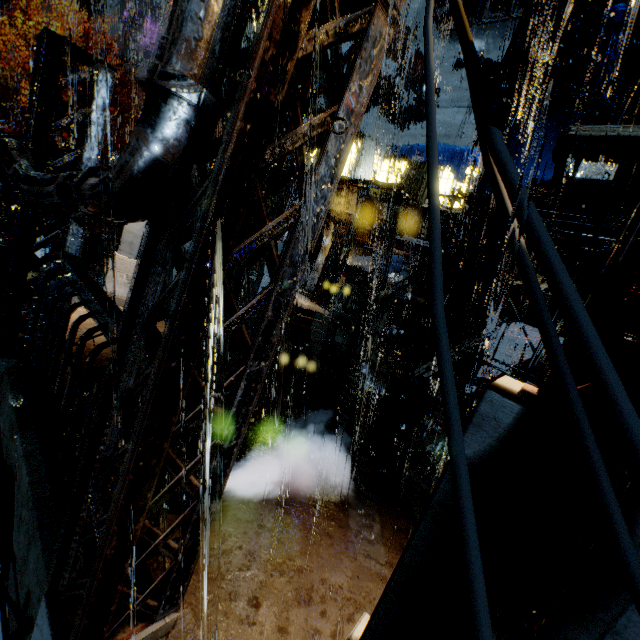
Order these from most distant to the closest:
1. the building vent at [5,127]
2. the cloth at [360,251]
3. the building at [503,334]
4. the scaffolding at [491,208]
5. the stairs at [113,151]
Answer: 1. the stairs at [113,151]
2. the cloth at [360,251]
3. the building vent at [5,127]
4. the building at [503,334]
5. the scaffolding at [491,208]

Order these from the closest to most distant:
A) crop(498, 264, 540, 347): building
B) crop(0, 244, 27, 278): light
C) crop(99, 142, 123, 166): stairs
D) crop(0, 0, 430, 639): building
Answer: crop(0, 0, 430, 639): building → crop(0, 244, 27, 278): light → crop(498, 264, 540, 347): building → crop(99, 142, 123, 166): stairs

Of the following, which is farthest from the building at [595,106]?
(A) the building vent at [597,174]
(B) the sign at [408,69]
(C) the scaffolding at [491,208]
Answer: (B) the sign at [408,69]

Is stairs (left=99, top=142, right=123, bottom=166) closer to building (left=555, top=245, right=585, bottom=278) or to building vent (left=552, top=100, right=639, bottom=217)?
building (left=555, top=245, right=585, bottom=278)

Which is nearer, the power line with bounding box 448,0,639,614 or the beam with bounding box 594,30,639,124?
the power line with bounding box 448,0,639,614

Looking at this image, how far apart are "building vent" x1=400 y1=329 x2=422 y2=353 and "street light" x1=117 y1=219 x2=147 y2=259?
16.72m

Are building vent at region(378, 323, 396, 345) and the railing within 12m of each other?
no

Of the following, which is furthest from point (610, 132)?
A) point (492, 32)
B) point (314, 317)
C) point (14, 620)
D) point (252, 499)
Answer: point (492, 32)
